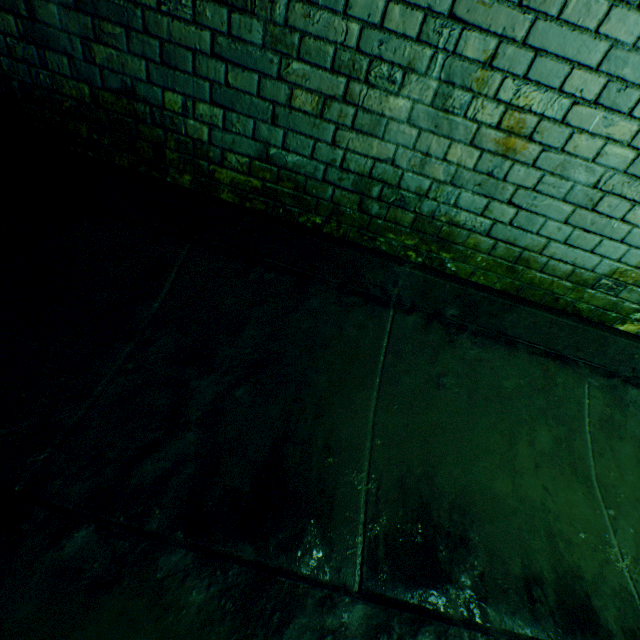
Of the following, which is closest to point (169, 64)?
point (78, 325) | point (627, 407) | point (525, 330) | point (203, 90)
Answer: point (203, 90)
